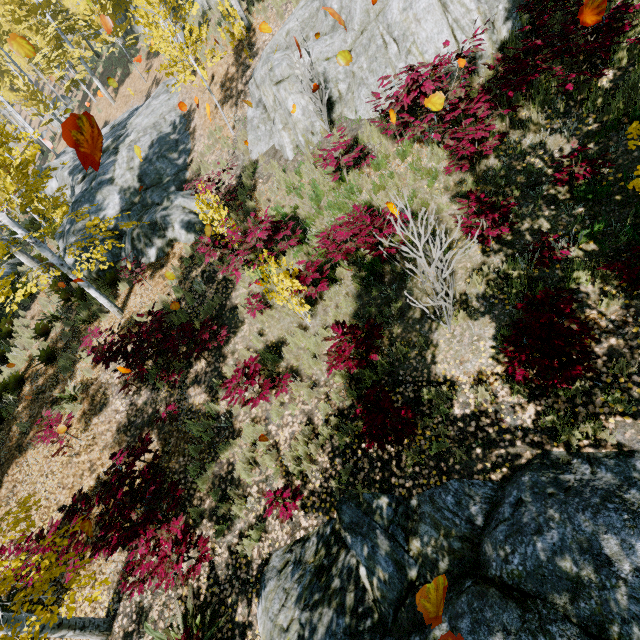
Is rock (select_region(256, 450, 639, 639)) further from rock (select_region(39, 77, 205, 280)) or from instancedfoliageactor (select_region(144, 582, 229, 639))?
rock (select_region(39, 77, 205, 280))

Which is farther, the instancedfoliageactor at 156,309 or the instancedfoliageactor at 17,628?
the instancedfoliageactor at 156,309

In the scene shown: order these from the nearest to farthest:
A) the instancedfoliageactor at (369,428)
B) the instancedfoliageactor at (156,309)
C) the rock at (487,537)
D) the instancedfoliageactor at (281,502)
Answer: the rock at (487,537) < the instancedfoliageactor at (369,428) < the instancedfoliageactor at (281,502) < the instancedfoliageactor at (156,309)

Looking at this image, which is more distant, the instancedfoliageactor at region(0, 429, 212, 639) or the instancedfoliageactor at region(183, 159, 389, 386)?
the instancedfoliageactor at region(183, 159, 389, 386)

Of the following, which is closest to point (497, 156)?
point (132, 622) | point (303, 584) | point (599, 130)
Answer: point (599, 130)

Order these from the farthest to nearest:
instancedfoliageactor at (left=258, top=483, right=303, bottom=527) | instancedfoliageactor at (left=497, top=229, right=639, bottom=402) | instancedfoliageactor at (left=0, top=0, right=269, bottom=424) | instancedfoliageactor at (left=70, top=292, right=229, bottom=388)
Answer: instancedfoliageactor at (left=0, top=0, right=269, bottom=424), instancedfoliageactor at (left=70, top=292, right=229, bottom=388), instancedfoliageactor at (left=258, top=483, right=303, bottom=527), instancedfoliageactor at (left=497, top=229, right=639, bottom=402)

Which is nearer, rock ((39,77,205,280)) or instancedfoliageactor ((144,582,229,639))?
instancedfoliageactor ((144,582,229,639))
